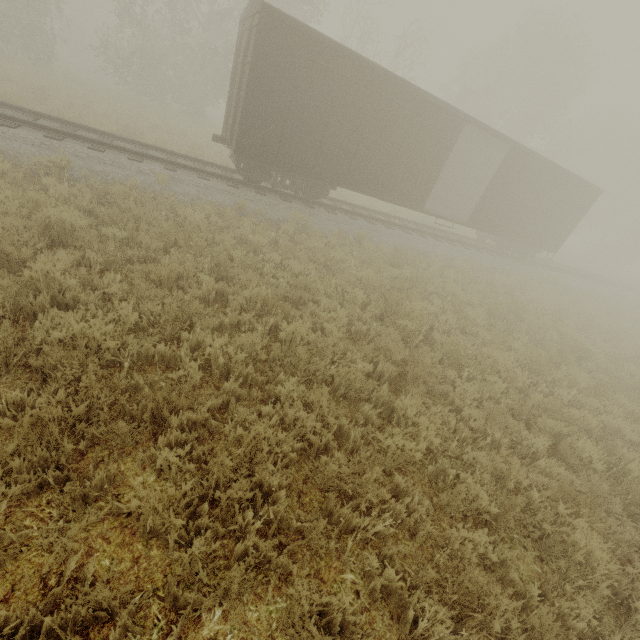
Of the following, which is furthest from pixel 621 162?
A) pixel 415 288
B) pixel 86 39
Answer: pixel 86 39
